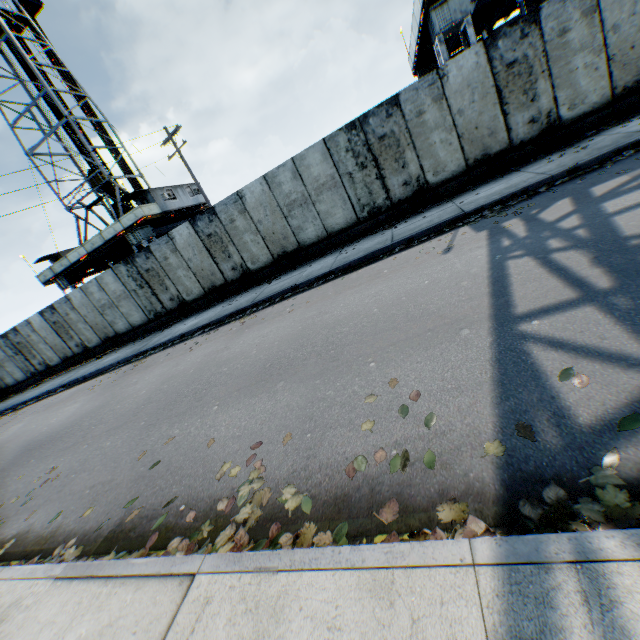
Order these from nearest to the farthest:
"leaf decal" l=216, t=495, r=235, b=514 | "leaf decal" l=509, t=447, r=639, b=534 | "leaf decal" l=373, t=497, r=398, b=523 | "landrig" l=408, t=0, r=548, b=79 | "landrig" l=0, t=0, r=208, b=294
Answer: "leaf decal" l=509, t=447, r=639, b=534 < "leaf decal" l=373, t=497, r=398, b=523 < "leaf decal" l=216, t=495, r=235, b=514 < "landrig" l=408, t=0, r=548, b=79 < "landrig" l=0, t=0, r=208, b=294

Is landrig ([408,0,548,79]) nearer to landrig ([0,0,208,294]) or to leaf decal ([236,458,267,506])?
leaf decal ([236,458,267,506])

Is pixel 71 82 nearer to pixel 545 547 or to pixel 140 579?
pixel 140 579

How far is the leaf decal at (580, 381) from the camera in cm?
238

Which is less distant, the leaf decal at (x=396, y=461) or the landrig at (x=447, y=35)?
the leaf decal at (x=396, y=461)

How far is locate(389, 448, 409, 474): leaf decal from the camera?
2.5m
